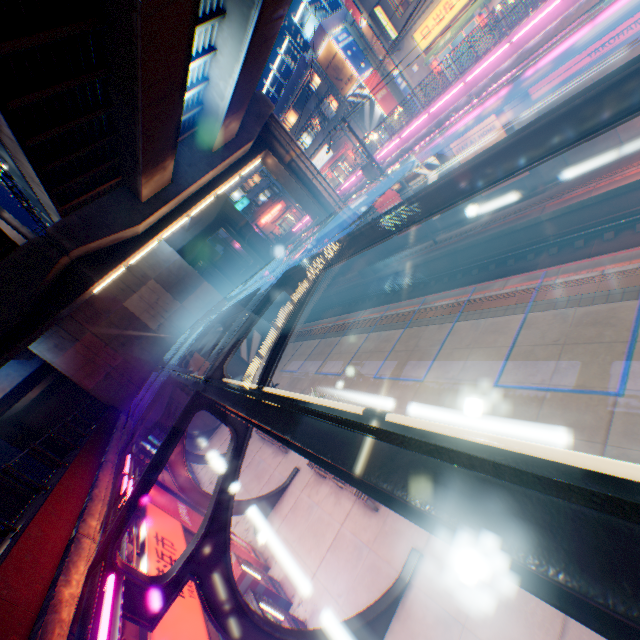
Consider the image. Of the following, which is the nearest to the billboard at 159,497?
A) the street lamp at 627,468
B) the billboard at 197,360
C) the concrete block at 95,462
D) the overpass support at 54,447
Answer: the concrete block at 95,462

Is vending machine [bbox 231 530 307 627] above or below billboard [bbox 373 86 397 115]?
below

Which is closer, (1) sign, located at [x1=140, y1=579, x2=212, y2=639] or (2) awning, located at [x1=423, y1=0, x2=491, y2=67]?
(1) sign, located at [x1=140, y1=579, x2=212, y2=639]

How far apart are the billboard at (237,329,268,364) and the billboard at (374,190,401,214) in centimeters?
1453cm

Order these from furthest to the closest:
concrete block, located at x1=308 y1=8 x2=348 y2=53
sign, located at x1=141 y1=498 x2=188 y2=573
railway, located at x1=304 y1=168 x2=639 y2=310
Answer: concrete block, located at x1=308 y1=8 x2=348 y2=53 → railway, located at x1=304 y1=168 x2=639 y2=310 → sign, located at x1=141 y1=498 x2=188 y2=573

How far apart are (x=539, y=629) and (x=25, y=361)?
33.0m

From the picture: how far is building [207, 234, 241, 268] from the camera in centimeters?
5209cm

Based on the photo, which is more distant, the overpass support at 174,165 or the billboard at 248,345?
the billboard at 248,345
